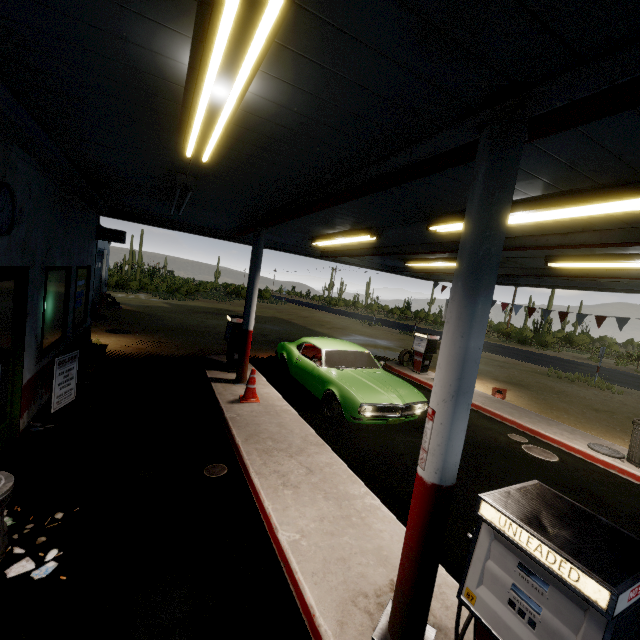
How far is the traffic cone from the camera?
6.92m

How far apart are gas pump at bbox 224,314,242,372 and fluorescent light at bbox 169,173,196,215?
2.8m

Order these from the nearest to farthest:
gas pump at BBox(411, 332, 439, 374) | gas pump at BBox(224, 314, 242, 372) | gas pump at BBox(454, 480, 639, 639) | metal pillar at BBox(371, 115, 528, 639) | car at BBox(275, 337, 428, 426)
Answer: gas pump at BBox(454, 480, 639, 639) → metal pillar at BBox(371, 115, 528, 639) → car at BBox(275, 337, 428, 426) → gas pump at BBox(224, 314, 242, 372) → gas pump at BBox(411, 332, 439, 374)

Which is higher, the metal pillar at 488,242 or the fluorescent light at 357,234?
the fluorescent light at 357,234

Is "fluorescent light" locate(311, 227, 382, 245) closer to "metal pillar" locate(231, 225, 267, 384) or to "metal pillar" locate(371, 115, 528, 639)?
A: "metal pillar" locate(231, 225, 267, 384)

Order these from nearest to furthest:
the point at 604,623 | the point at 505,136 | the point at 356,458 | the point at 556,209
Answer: the point at 604,623, the point at 505,136, the point at 556,209, the point at 356,458

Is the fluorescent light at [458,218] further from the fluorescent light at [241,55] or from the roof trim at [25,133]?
the fluorescent light at [241,55]

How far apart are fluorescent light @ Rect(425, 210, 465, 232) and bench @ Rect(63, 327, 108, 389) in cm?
712
